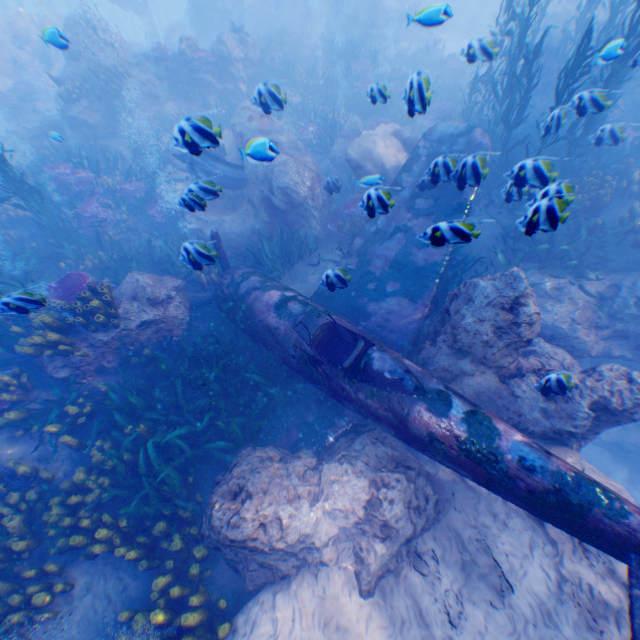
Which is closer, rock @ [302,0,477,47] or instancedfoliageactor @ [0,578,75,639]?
instancedfoliageactor @ [0,578,75,639]

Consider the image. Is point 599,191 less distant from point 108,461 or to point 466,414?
point 466,414

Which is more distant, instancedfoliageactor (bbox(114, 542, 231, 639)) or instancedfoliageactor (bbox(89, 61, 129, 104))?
instancedfoliageactor (bbox(89, 61, 129, 104))

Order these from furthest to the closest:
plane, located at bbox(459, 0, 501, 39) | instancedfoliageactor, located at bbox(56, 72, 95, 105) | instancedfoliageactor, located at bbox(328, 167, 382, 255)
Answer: plane, located at bbox(459, 0, 501, 39)
instancedfoliageactor, located at bbox(56, 72, 95, 105)
instancedfoliageactor, located at bbox(328, 167, 382, 255)

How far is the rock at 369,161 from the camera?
9.3 meters

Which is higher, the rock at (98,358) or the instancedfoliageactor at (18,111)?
the instancedfoliageactor at (18,111)
